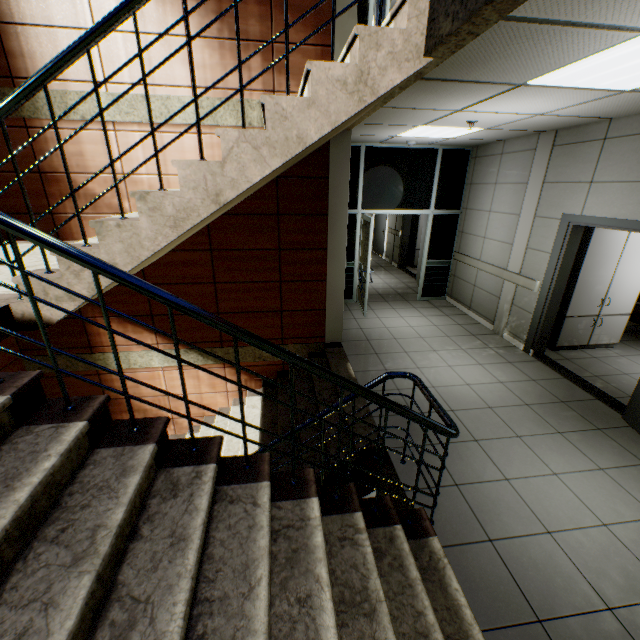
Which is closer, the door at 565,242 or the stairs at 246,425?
the stairs at 246,425

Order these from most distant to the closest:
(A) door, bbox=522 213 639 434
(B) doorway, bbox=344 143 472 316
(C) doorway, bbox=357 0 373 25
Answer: (B) doorway, bbox=344 143 472 316, (C) doorway, bbox=357 0 373 25, (A) door, bbox=522 213 639 434

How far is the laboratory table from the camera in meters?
5.2 m

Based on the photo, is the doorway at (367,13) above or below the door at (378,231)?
above

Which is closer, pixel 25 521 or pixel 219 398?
pixel 25 521

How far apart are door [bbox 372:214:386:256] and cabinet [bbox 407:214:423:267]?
1.4m

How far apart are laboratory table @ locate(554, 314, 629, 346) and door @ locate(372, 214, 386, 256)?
7.61m

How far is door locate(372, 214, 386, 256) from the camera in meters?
12.0
